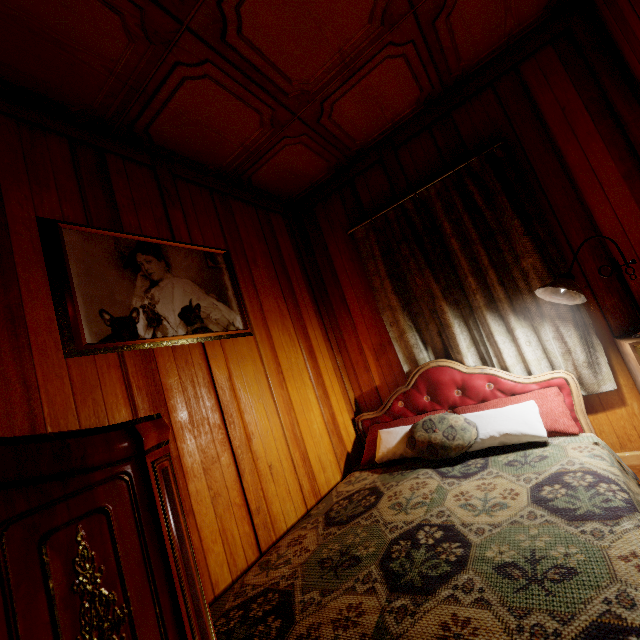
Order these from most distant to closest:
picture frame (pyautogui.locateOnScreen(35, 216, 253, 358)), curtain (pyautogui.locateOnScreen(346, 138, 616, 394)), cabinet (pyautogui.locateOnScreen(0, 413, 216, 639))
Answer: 1. curtain (pyautogui.locateOnScreen(346, 138, 616, 394))
2. picture frame (pyautogui.locateOnScreen(35, 216, 253, 358))
3. cabinet (pyautogui.locateOnScreen(0, 413, 216, 639))

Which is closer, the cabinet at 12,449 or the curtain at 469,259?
the cabinet at 12,449

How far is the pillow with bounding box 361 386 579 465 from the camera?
1.8m

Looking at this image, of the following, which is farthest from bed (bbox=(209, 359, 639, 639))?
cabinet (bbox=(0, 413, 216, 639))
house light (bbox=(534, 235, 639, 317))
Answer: house light (bbox=(534, 235, 639, 317))

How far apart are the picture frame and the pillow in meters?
1.2 m

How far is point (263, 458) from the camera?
1.9 meters

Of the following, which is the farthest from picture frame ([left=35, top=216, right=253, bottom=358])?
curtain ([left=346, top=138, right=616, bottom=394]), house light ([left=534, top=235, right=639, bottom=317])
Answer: house light ([left=534, top=235, right=639, bottom=317])

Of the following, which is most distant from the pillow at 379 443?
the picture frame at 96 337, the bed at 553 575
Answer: the picture frame at 96 337
